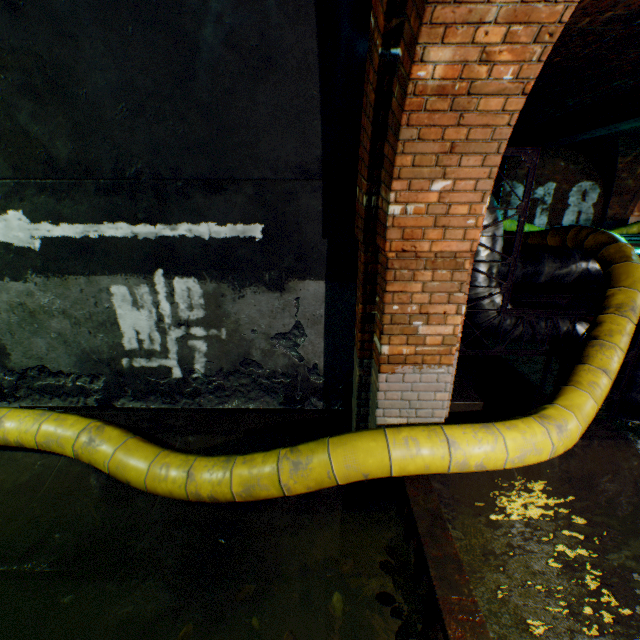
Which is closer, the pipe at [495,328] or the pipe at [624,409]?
the pipe at [495,328]

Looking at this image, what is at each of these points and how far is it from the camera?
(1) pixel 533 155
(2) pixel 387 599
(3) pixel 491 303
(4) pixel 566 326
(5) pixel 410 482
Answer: (1) pipe frame, 3.79m
(2) leaves, 2.38m
(3) pipe, 4.50m
(4) pipe, 4.62m
(5) sewer grate, 2.79m

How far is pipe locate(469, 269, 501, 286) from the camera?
4.4m

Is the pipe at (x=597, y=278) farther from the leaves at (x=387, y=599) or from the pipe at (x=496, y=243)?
the leaves at (x=387, y=599)

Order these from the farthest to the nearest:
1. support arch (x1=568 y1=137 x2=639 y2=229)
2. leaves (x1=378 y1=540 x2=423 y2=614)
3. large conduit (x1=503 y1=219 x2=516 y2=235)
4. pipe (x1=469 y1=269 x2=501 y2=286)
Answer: support arch (x1=568 y1=137 x2=639 y2=229) < large conduit (x1=503 y1=219 x2=516 y2=235) < pipe (x1=469 y1=269 x2=501 y2=286) < leaves (x1=378 y1=540 x2=423 y2=614)

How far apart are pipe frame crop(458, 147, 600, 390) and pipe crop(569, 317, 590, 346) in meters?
0.0

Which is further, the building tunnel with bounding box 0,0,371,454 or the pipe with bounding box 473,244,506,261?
the pipe with bounding box 473,244,506,261
